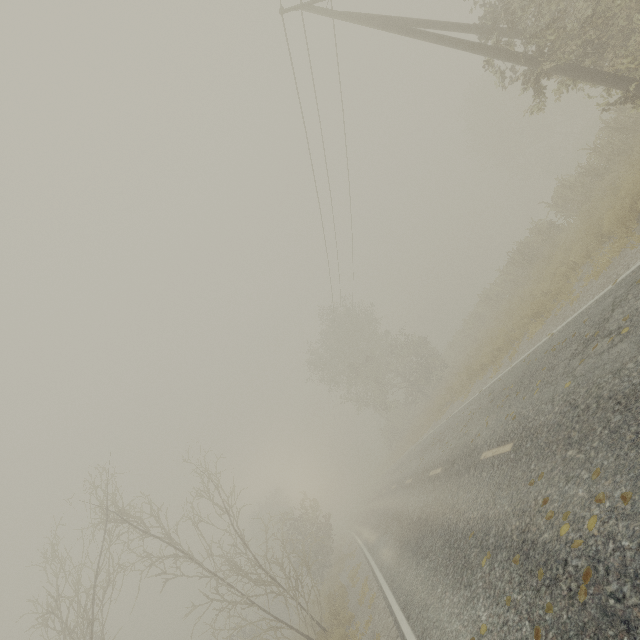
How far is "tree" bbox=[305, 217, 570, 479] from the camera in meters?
18.1 m

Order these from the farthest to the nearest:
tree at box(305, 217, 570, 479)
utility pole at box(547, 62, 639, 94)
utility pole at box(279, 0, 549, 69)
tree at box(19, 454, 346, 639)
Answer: tree at box(305, 217, 570, 479) → tree at box(19, 454, 346, 639) → utility pole at box(279, 0, 549, 69) → utility pole at box(547, 62, 639, 94)

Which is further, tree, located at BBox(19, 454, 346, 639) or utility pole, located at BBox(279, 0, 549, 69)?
tree, located at BBox(19, 454, 346, 639)

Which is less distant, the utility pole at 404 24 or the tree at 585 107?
the tree at 585 107

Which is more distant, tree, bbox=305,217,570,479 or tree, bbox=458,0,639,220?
tree, bbox=305,217,570,479

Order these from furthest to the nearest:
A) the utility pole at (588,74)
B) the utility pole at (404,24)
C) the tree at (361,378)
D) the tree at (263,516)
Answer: the tree at (361,378)
the tree at (263,516)
the utility pole at (404,24)
the utility pole at (588,74)

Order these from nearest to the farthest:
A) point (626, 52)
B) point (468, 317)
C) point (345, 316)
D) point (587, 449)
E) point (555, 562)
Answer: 1. point (555, 562)
2. point (587, 449)
3. point (626, 52)
4. point (468, 317)
5. point (345, 316)

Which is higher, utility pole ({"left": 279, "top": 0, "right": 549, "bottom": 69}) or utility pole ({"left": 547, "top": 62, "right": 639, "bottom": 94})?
utility pole ({"left": 279, "top": 0, "right": 549, "bottom": 69})
